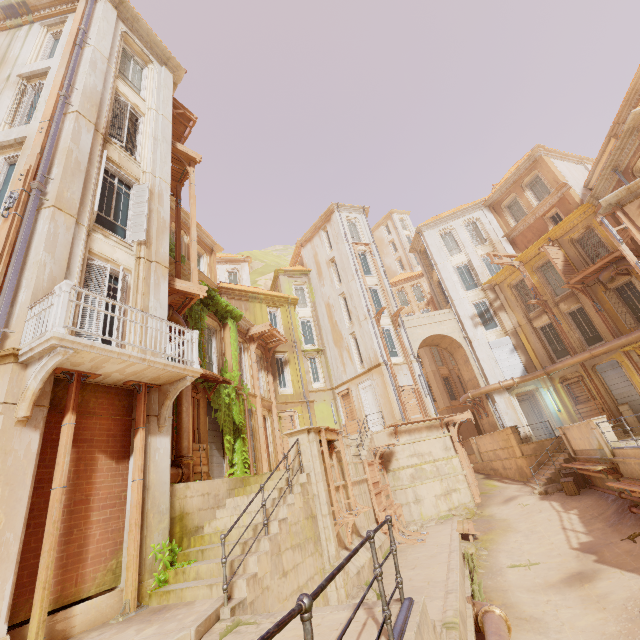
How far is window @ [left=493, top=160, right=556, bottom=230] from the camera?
25.0m

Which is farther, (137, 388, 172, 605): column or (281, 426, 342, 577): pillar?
(281, 426, 342, 577): pillar

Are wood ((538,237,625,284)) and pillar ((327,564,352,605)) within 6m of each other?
no

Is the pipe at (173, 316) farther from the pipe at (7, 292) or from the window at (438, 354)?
the window at (438, 354)

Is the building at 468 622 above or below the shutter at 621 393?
below

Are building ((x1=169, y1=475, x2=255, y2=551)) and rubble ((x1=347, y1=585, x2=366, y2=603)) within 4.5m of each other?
yes

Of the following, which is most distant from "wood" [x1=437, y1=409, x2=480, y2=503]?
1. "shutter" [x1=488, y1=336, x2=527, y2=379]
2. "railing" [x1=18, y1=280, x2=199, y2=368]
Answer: "railing" [x1=18, y1=280, x2=199, y2=368]

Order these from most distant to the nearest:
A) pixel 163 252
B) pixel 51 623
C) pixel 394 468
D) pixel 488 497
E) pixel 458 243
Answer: pixel 458 243 < pixel 488 497 < pixel 394 468 < pixel 163 252 < pixel 51 623
